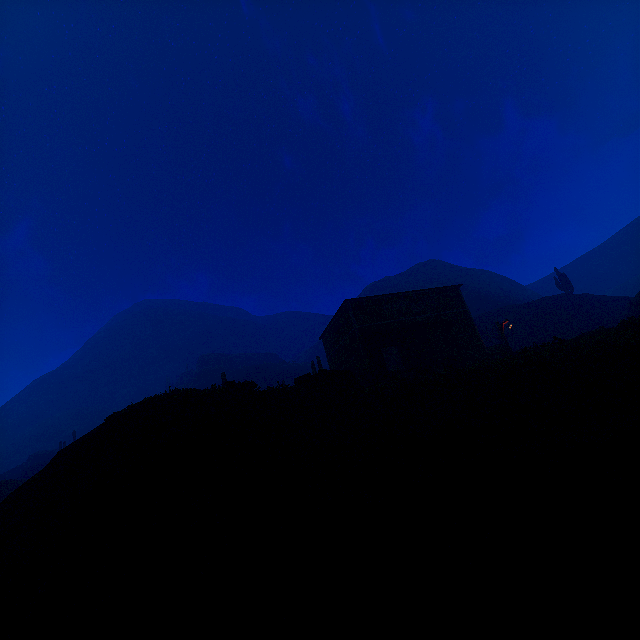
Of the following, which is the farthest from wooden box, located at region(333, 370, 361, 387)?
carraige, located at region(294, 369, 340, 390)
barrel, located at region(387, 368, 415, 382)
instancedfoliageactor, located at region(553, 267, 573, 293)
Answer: instancedfoliageactor, located at region(553, 267, 573, 293)

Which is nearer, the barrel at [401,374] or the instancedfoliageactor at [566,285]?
the barrel at [401,374]

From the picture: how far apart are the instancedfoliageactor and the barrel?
34.82m

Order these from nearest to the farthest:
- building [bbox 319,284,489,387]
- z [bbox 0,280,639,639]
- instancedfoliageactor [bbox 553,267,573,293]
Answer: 1. z [bbox 0,280,639,639]
2. building [bbox 319,284,489,387]
3. instancedfoliageactor [bbox 553,267,573,293]

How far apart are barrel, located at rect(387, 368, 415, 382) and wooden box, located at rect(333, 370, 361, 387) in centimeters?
235cm

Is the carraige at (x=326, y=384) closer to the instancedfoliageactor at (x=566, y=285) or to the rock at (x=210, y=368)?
the rock at (x=210, y=368)

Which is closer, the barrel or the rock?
the barrel

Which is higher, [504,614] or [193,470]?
[193,470]
